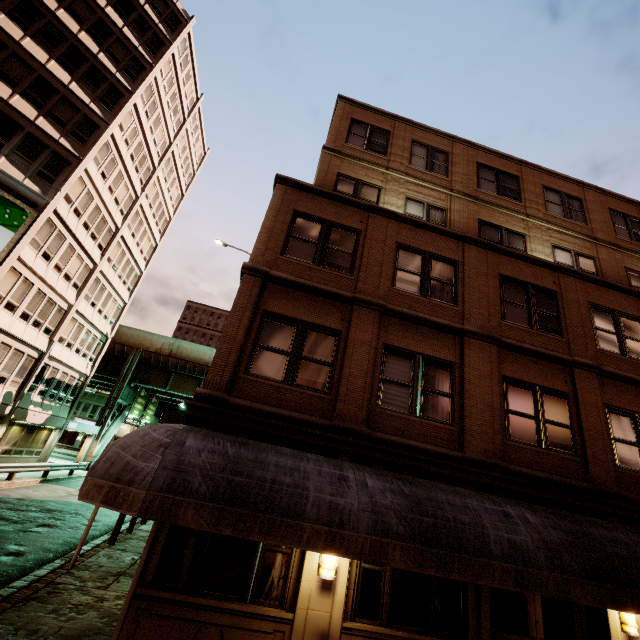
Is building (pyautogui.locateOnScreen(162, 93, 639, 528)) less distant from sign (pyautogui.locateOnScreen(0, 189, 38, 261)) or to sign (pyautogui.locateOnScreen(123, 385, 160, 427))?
sign (pyautogui.locateOnScreen(123, 385, 160, 427))

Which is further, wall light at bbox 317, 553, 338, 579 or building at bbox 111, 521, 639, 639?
wall light at bbox 317, 553, 338, 579

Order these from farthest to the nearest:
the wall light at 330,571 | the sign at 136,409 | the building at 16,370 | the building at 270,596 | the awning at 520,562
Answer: the sign at 136,409 → the building at 16,370 → the wall light at 330,571 → the building at 270,596 → the awning at 520,562

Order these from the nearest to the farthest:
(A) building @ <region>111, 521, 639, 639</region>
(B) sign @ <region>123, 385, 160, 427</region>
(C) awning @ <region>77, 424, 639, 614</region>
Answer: (C) awning @ <region>77, 424, 639, 614</region> < (A) building @ <region>111, 521, 639, 639</region> < (B) sign @ <region>123, 385, 160, 427</region>

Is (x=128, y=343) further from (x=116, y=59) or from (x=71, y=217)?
(x=116, y=59)

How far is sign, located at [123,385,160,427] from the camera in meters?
37.8 m

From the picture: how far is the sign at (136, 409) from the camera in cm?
3778

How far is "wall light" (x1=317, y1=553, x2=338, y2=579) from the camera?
6.23m
